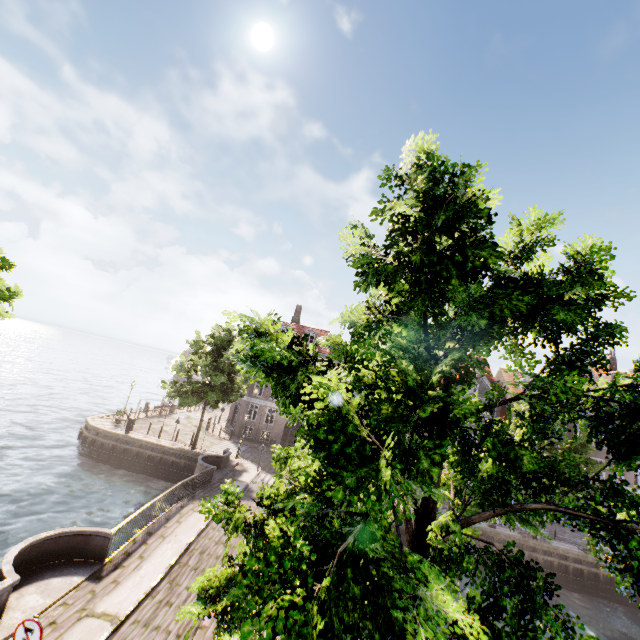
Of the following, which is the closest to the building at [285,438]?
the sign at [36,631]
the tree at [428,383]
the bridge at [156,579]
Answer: the tree at [428,383]

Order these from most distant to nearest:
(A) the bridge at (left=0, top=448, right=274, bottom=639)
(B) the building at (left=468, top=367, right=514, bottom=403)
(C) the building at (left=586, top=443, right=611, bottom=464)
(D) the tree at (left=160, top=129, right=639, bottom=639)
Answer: (B) the building at (left=468, top=367, right=514, bottom=403), (C) the building at (left=586, top=443, right=611, bottom=464), (A) the bridge at (left=0, top=448, right=274, bottom=639), (D) the tree at (left=160, top=129, right=639, bottom=639)

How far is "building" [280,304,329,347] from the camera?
37.4m

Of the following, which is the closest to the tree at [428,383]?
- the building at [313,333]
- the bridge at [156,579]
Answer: the bridge at [156,579]

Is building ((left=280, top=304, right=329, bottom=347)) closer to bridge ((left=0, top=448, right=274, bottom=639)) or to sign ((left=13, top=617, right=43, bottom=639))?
bridge ((left=0, top=448, right=274, bottom=639))

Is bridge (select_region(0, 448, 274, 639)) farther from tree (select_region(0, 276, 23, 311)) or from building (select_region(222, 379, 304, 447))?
building (select_region(222, 379, 304, 447))

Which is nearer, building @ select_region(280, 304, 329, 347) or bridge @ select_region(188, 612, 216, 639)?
bridge @ select_region(188, 612, 216, 639)

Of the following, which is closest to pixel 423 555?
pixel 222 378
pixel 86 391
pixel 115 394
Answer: pixel 222 378
